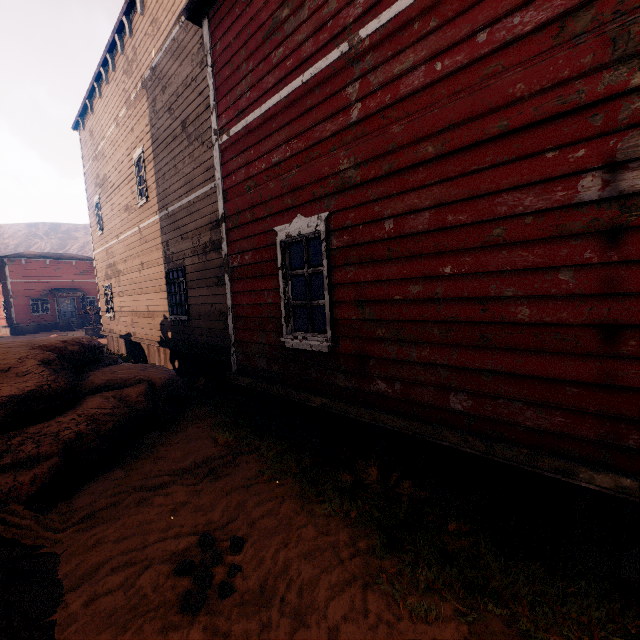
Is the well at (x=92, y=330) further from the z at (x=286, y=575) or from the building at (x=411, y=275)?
the building at (x=411, y=275)

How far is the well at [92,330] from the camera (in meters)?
23.08

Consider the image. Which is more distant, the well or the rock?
the well

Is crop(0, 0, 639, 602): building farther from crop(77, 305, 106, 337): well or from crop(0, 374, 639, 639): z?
crop(77, 305, 106, 337): well

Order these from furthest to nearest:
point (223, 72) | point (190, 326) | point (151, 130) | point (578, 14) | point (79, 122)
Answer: point (79, 122) → point (151, 130) → point (190, 326) → point (223, 72) → point (578, 14)

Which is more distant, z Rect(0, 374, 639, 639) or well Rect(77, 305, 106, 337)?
well Rect(77, 305, 106, 337)

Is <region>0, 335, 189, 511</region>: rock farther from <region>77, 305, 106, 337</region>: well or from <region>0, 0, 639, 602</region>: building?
<region>77, 305, 106, 337</region>: well
